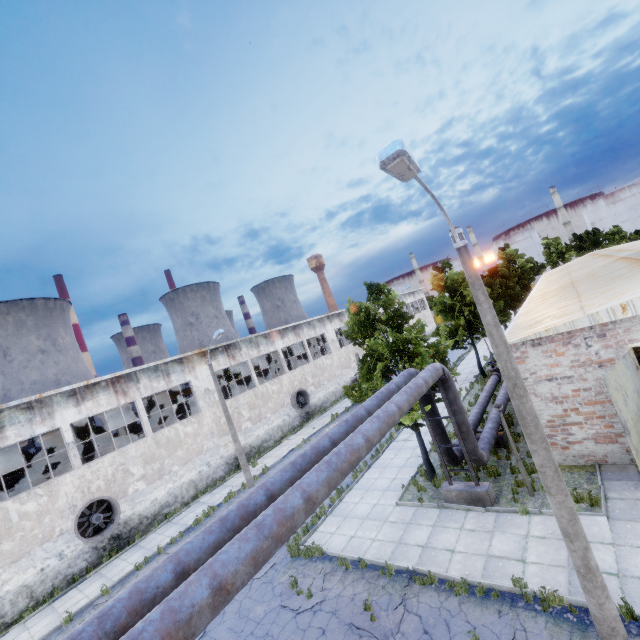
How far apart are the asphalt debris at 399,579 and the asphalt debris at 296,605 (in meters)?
1.45

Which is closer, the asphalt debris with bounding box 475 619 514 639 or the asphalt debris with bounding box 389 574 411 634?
the asphalt debris with bounding box 475 619 514 639

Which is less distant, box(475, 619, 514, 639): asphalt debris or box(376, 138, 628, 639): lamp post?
box(376, 138, 628, 639): lamp post

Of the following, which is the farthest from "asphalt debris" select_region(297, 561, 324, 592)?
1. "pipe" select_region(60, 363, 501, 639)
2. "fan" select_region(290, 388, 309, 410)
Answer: "fan" select_region(290, 388, 309, 410)

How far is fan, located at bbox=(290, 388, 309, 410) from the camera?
31.5m

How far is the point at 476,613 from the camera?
7.96m

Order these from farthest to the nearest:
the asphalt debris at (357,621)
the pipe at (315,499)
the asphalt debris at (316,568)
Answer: the asphalt debris at (316,568), the asphalt debris at (357,621), the pipe at (315,499)

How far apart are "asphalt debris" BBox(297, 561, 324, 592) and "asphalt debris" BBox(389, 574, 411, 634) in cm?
145
